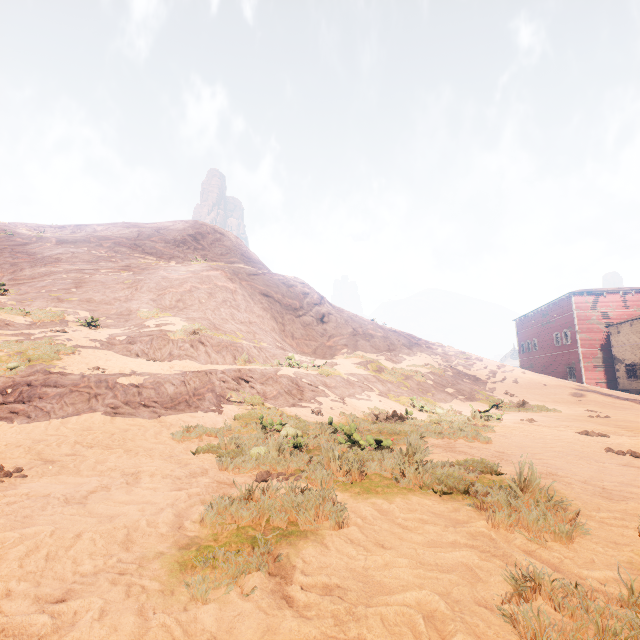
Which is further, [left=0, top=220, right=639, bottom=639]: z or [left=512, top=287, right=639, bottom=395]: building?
[left=512, top=287, right=639, bottom=395]: building

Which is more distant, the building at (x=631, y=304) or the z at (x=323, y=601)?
the building at (x=631, y=304)

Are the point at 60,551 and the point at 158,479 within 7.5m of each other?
yes
